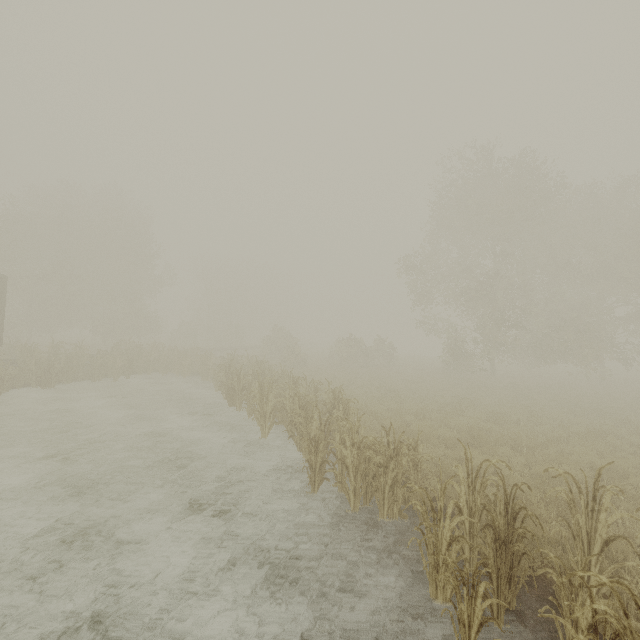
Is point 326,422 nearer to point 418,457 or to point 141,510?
point 418,457
